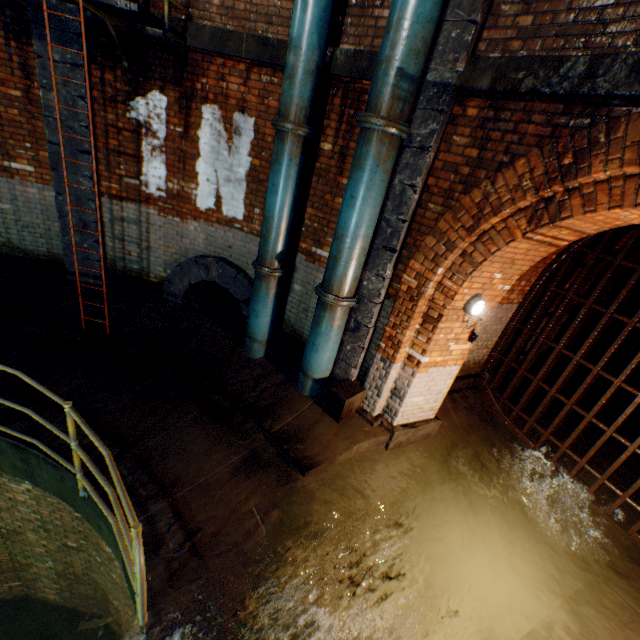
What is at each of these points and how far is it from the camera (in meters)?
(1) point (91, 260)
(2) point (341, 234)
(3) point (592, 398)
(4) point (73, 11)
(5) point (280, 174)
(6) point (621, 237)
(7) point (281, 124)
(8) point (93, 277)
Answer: (1) support column, 6.20
(2) pipe, 4.10
(3) building tunnel, 8.04
(4) support column, 4.54
(5) pipe, 4.41
(6) building tunnel, 5.54
(7) pipe end, 4.10
(8) support column, 6.36

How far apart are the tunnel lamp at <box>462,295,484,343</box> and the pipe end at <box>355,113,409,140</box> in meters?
2.0

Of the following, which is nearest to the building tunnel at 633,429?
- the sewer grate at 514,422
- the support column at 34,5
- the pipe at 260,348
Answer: the sewer grate at 514,422

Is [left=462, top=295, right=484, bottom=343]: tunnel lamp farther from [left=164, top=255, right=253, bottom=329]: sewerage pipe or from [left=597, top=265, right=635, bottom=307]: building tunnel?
[left=164, top=255, right=253, bottom=329]: sewerage pipe

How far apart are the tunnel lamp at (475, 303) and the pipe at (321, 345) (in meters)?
1.49

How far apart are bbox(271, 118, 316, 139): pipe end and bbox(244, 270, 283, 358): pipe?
2.0 meters

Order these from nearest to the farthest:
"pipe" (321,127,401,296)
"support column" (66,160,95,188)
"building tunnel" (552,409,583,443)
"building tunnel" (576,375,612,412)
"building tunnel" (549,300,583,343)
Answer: "pipe" (321,127,401,296)
"support column" (66,160,95,188)
"building tunnel" (552,409,583,443)
"building tunnel" (549,300,583,343)
"building tunnel" (576,375,612,412)

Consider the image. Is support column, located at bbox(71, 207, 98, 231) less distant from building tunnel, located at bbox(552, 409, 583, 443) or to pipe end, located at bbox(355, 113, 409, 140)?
pipe end, located at bbox(355, 113, 409, 140)
